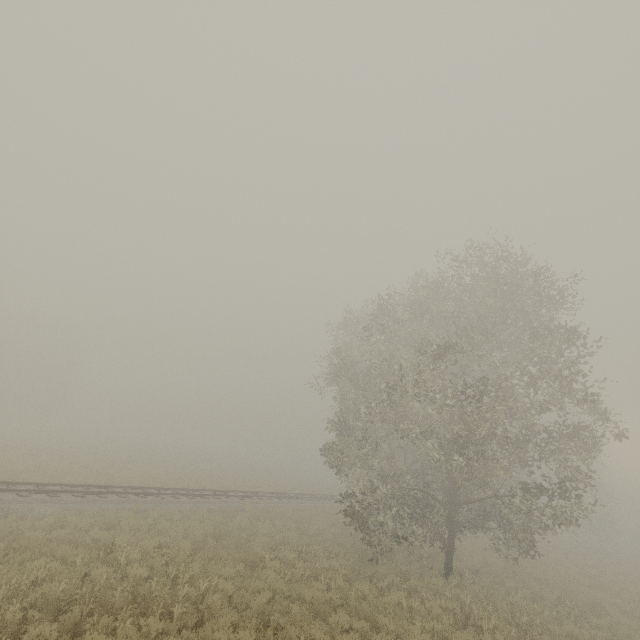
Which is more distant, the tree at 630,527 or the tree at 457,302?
the tree at 630,527

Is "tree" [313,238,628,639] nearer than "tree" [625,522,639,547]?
Yes

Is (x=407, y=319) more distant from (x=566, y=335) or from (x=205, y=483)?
(x=205, y=483)
